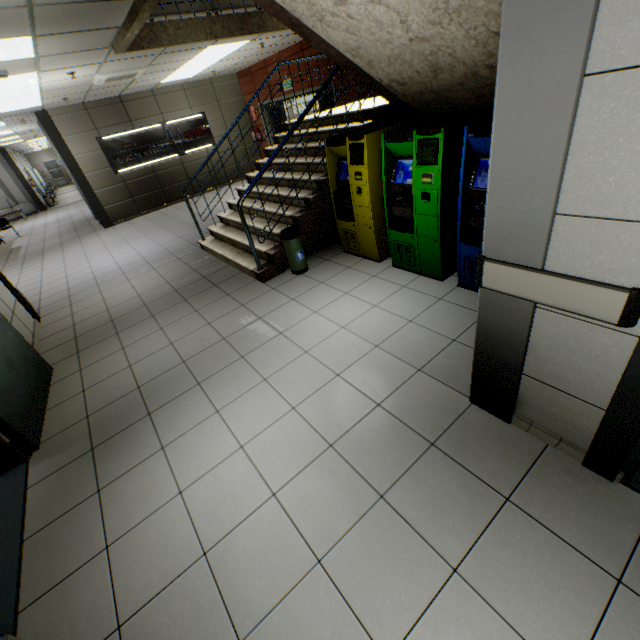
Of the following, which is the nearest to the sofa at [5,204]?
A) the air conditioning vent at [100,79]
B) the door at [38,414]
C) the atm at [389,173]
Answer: the air conditioning vent at [100,79]

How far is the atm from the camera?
2.99m

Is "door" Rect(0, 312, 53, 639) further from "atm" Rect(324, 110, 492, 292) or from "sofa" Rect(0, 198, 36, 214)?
"sofa" Rect(0, 198, 36, 214)

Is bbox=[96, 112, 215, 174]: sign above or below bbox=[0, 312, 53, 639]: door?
above

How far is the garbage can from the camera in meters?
4.4

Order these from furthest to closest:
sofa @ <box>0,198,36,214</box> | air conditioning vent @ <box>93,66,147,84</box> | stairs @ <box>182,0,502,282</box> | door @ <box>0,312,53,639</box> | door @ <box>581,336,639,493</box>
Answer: sofa @ <box>0,198,36,214</box>, air conditioning vent @ <box>93,66,147,84</box>, stairs @ <box>182,0,502,282</box>, door @ <box>0,312,53,639</box>, door @ <box>581,336,639,493</box>

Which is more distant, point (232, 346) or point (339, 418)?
point (232, 346)

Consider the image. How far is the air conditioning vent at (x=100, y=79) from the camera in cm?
640
